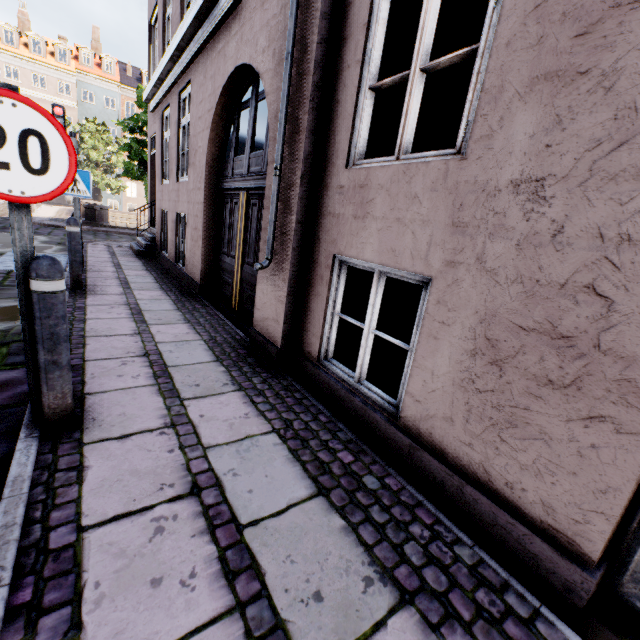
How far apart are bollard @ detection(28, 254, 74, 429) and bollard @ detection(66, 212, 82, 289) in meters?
3.8 m

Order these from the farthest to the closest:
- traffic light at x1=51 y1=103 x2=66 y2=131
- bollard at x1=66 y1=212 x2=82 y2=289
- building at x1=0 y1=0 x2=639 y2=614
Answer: traffic light at x1=51 y1=103 x2=66 y2=131 < bollard at x1=66 y1=212 x2=82 y2=289 < building at x1=0 y1=0 x2=639 y2=614

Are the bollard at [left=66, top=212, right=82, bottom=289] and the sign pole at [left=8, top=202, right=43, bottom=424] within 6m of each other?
yes

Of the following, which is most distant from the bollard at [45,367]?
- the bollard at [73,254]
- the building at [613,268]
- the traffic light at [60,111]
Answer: the traffic light at [60,111]

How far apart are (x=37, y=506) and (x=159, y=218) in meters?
9.1 m

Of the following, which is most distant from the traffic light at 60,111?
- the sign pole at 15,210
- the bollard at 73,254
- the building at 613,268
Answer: the sign pole at 15,210

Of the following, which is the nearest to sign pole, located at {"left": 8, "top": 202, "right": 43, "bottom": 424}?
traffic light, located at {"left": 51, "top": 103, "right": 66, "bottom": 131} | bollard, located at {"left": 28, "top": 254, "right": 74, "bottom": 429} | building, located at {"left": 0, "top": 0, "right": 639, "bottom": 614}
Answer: bollard, located at {"left": 28, "top": 254, "right": 74, "bottom": 429}

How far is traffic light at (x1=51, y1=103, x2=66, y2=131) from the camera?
7.9m
